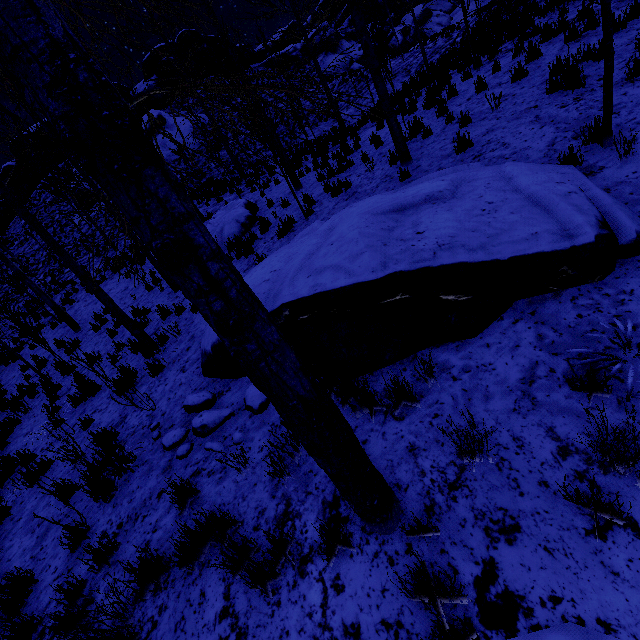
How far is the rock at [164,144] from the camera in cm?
2612

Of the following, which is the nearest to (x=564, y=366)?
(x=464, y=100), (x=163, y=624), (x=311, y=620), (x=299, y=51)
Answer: (x=311, y=620)

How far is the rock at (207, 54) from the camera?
32.8 meters

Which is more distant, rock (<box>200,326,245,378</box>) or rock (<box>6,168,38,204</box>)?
rock (<box>6,168,38,204</box>)

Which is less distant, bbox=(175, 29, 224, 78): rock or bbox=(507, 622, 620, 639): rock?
bbox=(507, 622, 620, 639): rock

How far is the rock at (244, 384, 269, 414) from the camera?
4.1 meters

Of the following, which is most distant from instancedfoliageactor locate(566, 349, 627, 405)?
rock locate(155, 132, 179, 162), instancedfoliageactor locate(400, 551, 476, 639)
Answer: rock locate(155, 132, 179, 162)

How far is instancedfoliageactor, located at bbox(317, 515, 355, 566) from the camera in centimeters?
243cm
